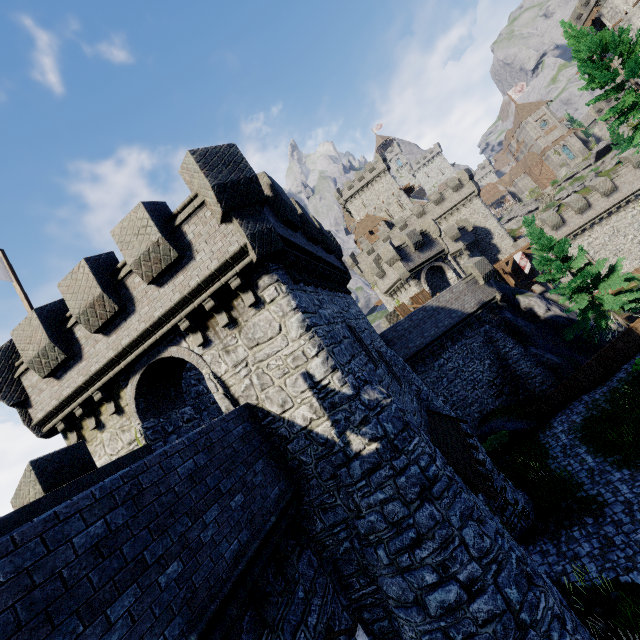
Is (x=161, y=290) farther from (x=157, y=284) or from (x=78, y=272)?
(x=78, y=272)

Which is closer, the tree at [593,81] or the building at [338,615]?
the building at [338,615]

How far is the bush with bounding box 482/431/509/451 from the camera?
21.2m

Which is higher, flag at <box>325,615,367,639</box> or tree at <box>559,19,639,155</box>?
tree at <box>559,19,639,155</box>

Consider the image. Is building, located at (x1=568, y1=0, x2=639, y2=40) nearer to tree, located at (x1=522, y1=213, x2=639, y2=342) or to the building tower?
the building tower

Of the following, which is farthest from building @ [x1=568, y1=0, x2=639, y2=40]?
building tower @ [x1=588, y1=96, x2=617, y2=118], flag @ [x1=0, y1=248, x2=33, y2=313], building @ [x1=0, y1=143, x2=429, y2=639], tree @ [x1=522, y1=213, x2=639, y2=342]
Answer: flag @ [x1=0, y1=248, x2=33, y2=313]

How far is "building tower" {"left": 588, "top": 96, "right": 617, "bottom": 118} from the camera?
54.8 meters

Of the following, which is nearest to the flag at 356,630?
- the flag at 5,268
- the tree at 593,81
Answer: the flag at 5,268
